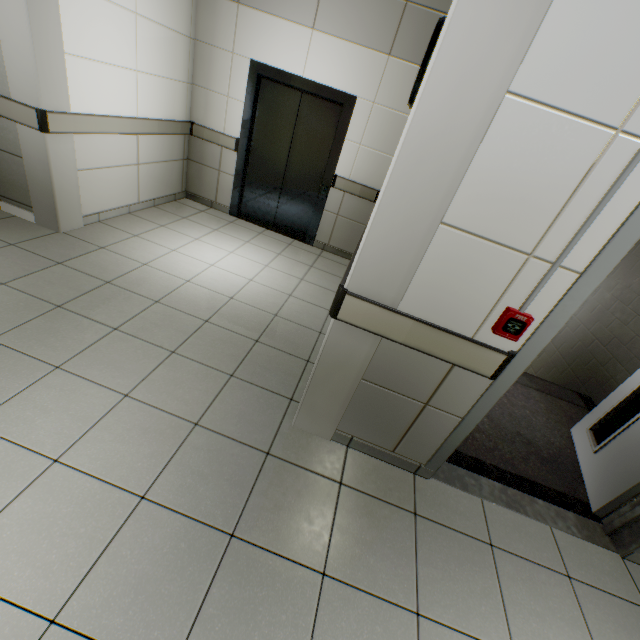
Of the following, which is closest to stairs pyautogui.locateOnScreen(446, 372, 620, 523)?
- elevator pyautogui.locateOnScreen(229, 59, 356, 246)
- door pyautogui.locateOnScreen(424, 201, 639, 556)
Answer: door pyautogui.locateOnScreen(424, 201, 639, 556)

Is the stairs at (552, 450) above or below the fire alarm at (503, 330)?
below

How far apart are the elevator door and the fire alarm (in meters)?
→ 3.99

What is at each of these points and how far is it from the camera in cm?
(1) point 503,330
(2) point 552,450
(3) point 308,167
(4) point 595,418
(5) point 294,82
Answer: (1) fire alarm, 157
(2) stairs, 288
(3) elevator door, 484
(4) door, 294
(5) elevator, 423

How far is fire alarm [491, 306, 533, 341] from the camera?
1.5m

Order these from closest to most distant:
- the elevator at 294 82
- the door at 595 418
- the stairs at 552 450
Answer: the door at 595 418 < the stairs at 552 450 < the elevator at 294 82

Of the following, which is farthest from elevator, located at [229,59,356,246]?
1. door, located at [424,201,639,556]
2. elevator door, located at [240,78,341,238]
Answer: door, located at [424,201,639,556]

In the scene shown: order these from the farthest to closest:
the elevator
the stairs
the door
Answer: the elevator → the stairs → the door
